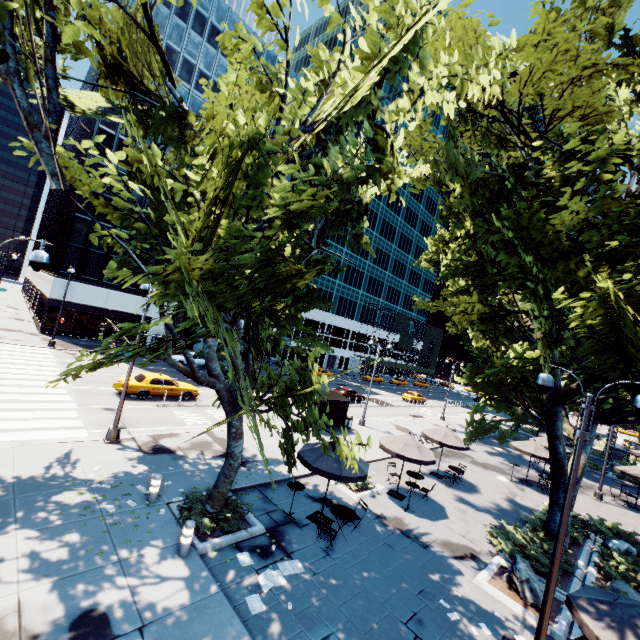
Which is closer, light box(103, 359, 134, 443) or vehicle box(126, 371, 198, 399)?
light box(103, 359, 134, 443)

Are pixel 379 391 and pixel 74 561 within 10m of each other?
no

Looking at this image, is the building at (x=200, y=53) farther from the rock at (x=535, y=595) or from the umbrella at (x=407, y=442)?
the rock at (x=535, y=595)

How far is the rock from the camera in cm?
1007

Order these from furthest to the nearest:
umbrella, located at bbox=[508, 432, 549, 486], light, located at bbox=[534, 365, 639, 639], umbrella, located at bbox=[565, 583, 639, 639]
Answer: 1. umbrella, located at bbox=[508, 432, 549, 486]
2. light, located at bbox=[534, 365, 639, 639]
3. umbrella, located at bbox=[565, 583, 639, 639]

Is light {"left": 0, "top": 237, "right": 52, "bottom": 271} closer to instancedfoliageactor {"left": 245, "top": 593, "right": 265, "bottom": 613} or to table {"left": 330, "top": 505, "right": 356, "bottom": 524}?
instancedfoliageactor {"left": 245, "top": 593, "right": 265, "bottom": 613}

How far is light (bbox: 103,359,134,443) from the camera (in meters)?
14.11

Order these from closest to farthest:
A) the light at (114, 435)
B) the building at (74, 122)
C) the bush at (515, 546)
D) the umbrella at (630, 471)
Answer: the bush at (515, 546), the light at (114, 435), the umbrella at (630, 471), the building at (74, 122)
